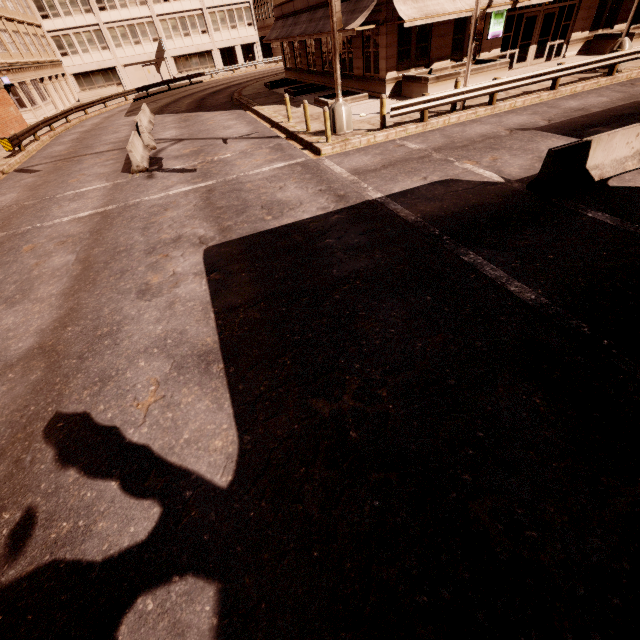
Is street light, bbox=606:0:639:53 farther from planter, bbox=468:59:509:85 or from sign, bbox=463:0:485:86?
sign, bbox=463:0:485:86

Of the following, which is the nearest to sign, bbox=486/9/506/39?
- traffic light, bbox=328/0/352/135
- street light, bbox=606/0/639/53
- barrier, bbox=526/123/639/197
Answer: street light, bbox=606/0/639/53

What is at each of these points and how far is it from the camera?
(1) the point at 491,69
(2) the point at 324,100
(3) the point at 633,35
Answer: (1) planter, 17.0m
(2) planter, 18.8m
(3) planter, 18.9m

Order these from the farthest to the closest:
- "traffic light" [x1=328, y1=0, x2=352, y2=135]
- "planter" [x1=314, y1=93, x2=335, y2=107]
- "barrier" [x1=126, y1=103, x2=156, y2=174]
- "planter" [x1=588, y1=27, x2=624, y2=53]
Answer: "planter" [x1=588, y1=27, x2=624, y2=53]
"planter" [x1=314, y1=93, x2=335, y2=107]
"barrier" [x1=126, y1=103, x2=156, y2=174]
"traffic light" [x1=328, y1=0, x2=352, y2=135]

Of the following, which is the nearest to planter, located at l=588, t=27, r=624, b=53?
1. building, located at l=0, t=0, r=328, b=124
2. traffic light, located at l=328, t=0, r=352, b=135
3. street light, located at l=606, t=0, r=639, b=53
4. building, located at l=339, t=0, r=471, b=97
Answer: building, located at l=339, t=0, r=471, b=97

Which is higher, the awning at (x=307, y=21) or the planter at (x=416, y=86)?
the awning at (x=307, y=21)

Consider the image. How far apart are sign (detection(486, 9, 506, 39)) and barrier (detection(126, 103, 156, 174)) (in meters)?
19.69

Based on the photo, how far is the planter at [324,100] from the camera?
18.4 meters
